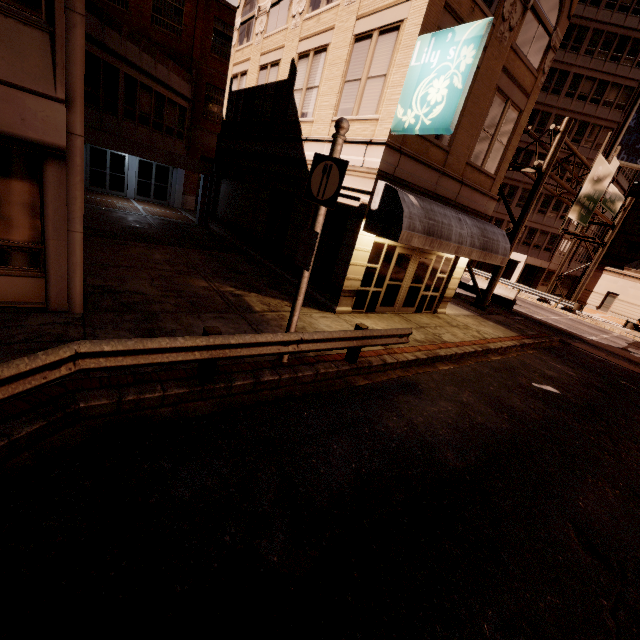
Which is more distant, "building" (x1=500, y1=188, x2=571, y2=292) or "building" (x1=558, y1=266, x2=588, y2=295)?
"building" (x1=558, y1=266, x2=588, y2=295)

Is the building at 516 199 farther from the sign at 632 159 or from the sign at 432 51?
the sign at 432 51

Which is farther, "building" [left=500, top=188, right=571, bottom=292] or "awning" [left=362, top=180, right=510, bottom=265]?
"building" [left=500, top=188, right=571, bottom=292]

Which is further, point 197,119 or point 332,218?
point 197,119

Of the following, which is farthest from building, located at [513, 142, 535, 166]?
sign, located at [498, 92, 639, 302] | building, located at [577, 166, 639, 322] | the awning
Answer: the awning

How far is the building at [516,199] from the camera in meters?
36.3 m

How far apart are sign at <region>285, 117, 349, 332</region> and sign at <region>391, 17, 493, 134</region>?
3.5m

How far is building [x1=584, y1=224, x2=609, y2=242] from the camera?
41.2m
